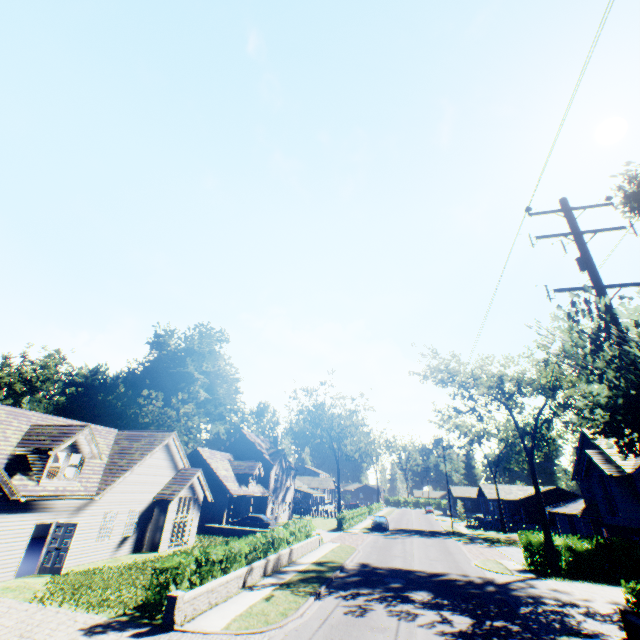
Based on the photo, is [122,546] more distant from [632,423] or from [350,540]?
[632,423]

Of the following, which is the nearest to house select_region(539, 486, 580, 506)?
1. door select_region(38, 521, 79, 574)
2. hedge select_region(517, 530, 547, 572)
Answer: hedge select_region(517, 530, 547, 572)

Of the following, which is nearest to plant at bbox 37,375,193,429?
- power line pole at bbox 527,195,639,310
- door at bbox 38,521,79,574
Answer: door at bbox 38,521,79,574

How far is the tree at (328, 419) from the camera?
54.86m

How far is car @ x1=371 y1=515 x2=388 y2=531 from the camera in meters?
39.8

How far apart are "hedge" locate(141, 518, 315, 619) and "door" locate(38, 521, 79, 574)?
7.55m

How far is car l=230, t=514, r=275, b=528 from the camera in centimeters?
3281cm

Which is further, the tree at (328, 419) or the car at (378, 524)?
the tree at (328, 419)
